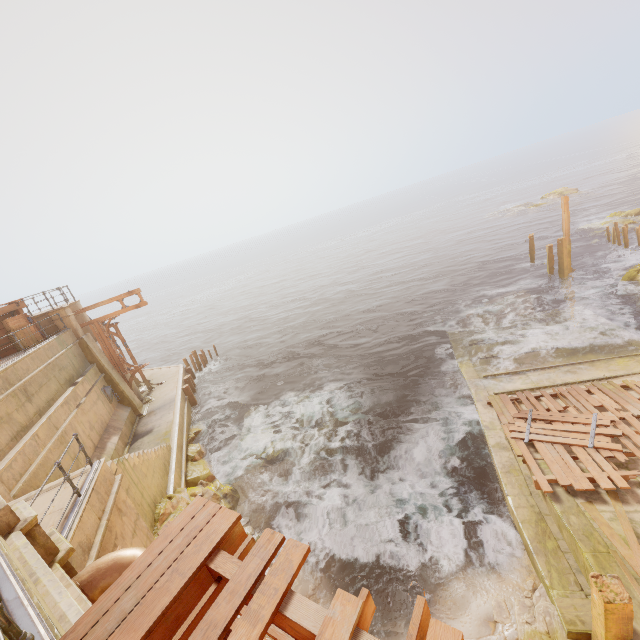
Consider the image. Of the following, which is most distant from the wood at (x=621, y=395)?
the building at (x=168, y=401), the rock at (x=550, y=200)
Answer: the rock at (x=550, y=200)

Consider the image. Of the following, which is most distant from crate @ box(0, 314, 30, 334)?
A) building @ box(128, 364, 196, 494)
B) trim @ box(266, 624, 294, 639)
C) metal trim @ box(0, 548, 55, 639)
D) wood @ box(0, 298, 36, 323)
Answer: trim @ box(266, 624, 294, 639)

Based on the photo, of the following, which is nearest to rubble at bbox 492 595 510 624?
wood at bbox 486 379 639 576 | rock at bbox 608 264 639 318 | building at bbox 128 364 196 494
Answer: wood at bbox 486 379 639 576

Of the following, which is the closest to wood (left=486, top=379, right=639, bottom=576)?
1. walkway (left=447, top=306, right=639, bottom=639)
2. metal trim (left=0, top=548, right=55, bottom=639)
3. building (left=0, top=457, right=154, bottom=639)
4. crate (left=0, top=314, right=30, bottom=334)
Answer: walkway (left=447, top=306, right=639, bottom=639)

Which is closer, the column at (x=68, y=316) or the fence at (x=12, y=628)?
the fence at (x=12, y=628)

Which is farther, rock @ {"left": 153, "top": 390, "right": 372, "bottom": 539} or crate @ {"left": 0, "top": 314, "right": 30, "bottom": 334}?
crate @ {"left": 0, "top": 314, "right": 30, "bottom": 334}

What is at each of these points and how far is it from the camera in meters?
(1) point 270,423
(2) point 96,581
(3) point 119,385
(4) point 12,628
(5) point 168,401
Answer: (1) rock, 17.0
(2) pipe, 4.1
(3) pillar, 17.5
(4) fence, 1.9
(5) building, 19.0

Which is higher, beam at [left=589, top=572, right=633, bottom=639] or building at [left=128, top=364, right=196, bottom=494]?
beam at [left=589, top=572, right=633, bottom=639]
